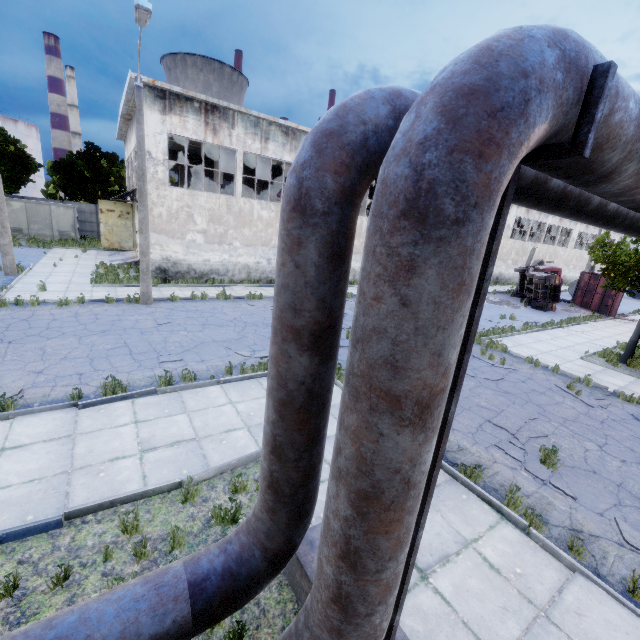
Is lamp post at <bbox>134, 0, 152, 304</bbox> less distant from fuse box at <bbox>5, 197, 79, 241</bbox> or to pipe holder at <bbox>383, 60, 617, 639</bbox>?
pipe holder at <bbox>383, 60, 617, 639</bbox>

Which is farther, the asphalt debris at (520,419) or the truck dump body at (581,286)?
the truck dump body at (581,286)

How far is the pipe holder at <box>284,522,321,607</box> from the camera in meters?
3.6 m

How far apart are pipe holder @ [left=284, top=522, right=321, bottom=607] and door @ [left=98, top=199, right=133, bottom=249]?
29.7m

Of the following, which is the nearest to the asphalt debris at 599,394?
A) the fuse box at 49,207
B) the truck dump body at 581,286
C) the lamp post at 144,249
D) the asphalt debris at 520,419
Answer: the asphalt debris at 520,419

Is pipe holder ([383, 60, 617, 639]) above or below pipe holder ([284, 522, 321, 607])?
above

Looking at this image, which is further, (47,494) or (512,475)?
(512,475)

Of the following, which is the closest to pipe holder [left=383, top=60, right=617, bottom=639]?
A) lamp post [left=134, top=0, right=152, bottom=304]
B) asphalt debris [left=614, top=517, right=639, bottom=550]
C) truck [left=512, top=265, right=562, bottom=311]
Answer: asphalt debris [left=614, top=517, right=639, bottom=550]
